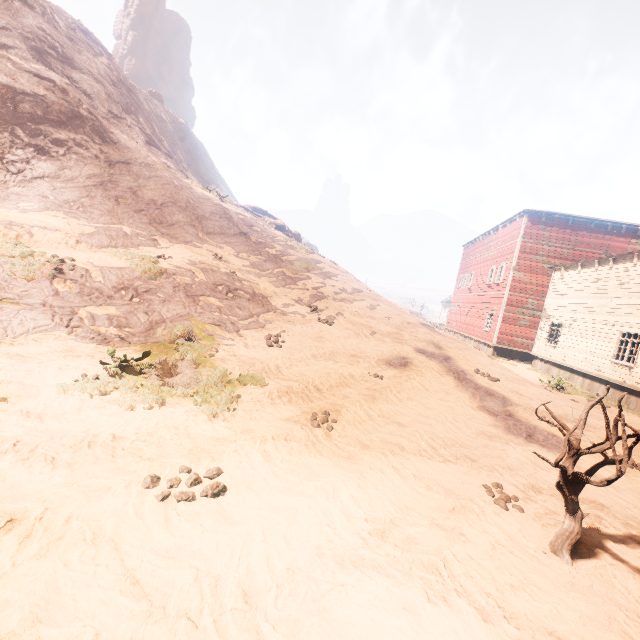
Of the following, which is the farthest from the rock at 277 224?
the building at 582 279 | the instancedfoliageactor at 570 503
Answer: the instancedfoliageactor at 570 503

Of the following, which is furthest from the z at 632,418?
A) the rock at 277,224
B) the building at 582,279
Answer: the rock at 277,224

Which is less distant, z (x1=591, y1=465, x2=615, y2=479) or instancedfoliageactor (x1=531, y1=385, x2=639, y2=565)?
instancedfoliageactor (x1=531, y1=385, x2=639, y2=565)

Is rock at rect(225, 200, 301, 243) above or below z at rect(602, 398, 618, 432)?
above

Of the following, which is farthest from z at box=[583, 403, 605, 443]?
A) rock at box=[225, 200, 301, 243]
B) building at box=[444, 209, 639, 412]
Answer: rock at box=[225, 200, 301, 243]

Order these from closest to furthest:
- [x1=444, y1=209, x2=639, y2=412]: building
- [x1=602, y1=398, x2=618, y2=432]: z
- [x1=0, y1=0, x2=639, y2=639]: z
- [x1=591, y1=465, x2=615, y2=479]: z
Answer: [x1=0, y1=0, x2=639, y2=639]: z, [x1=591, y1=465, x2=615, y2=479]: z, [x1=602, y1=398, x2=618, y2=432]: z, [x1=444, y1=209, x2=639, y2=412]: building

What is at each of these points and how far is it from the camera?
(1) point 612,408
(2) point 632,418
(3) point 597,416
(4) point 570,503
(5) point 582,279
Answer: (1) z, 13.4 meters
(2) z, 12.2 meters
(3) z, 10.0 meters
(4) instancedfoliageactor, 3.8 meters
(5) building, 19.0 meters

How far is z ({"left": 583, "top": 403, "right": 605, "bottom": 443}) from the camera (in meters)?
7.96
